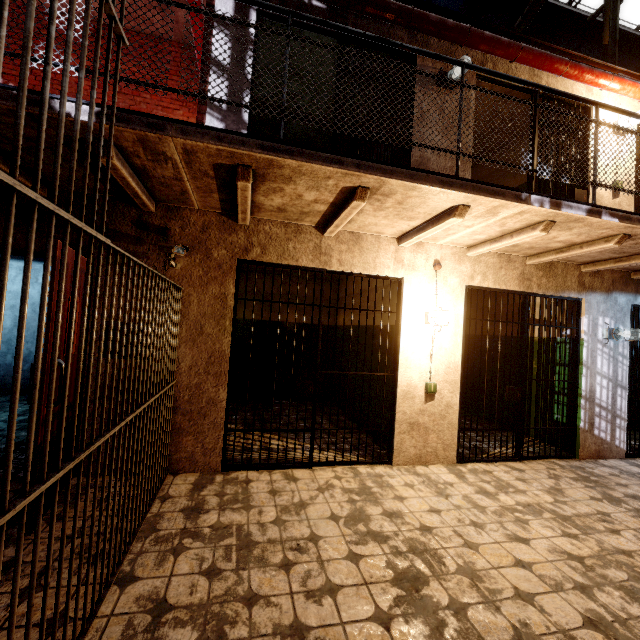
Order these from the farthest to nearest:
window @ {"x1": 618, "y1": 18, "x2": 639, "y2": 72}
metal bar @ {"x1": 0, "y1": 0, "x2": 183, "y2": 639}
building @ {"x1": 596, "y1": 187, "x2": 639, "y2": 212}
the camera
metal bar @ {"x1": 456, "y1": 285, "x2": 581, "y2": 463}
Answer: window @ {"x1": 618, "y1": 18, "x2": 639, "y2": 72} → building @ {"x1": 596, "y1": 187, "x2": 639, "y2": 212} → metal bar @ {"x1": 456, "y1": 285, "x2": 581, "y2": 463} → the camera → metal bar @ {"x1": 0, "y1": 0, "x2": 183, "y2": 639}

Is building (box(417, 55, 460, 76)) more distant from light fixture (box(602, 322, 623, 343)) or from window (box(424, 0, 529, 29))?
window (box(424, 0, 529, 29))

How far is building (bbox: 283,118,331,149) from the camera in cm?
675

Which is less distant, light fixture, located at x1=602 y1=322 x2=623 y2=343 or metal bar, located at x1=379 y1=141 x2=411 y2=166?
metal bar, located at x1=379 y1=141 x2=411 y2=166

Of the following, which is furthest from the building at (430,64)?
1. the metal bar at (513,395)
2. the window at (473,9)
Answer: the window at (473,9)

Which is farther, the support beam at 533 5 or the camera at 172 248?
the support beam at 533 5

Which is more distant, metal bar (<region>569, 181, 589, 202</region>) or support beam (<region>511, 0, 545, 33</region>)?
support beam (<region>511, 0, 545, 33</region>)

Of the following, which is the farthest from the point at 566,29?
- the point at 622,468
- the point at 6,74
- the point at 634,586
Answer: the point at 6,74
